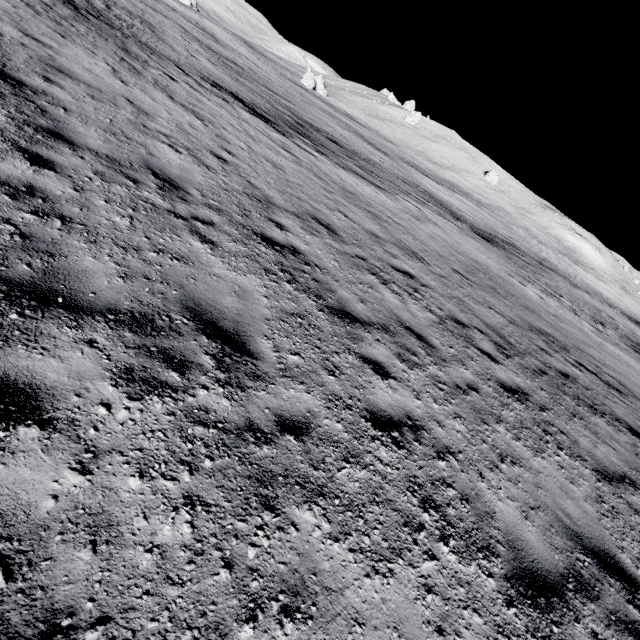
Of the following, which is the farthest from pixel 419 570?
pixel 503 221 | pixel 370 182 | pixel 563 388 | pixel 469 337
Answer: pixel 503 221
